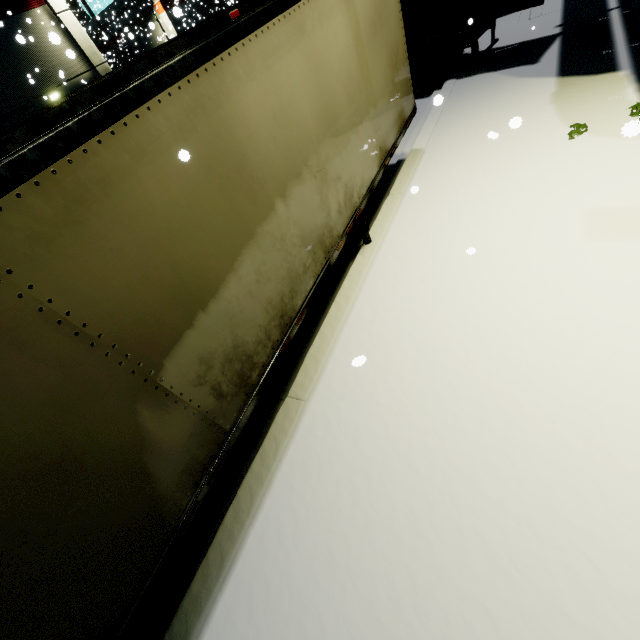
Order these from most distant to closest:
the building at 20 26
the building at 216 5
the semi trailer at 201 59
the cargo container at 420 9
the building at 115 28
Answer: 1. the building at 115 28
2. the building at 216 5
3. the building at 20 26
4. the cargo container at 420 9
5. the semi trailer at 201 59

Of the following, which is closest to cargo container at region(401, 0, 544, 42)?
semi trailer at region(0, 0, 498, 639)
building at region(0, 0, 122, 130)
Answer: semi trailer at region(0, 0, 498, 639)

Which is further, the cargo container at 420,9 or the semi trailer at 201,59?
the cargo container at 420,9

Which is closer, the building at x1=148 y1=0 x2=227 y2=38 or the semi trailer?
the semi trailer

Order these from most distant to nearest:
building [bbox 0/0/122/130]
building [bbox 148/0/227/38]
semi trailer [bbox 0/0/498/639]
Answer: building [bbox 148/0/227/38]
building [bbox 0/0/122/130]
semi trailer [bbox 0/0/498/639]

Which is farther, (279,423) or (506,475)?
(279,423)

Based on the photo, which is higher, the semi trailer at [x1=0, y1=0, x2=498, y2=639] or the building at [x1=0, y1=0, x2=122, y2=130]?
the building at [x1=0, y1=0, x2=122, y2=130]

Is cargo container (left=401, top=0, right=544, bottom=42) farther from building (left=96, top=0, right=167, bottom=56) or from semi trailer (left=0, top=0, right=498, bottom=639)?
building (left=96, top=0, right=167, bottom=56)
